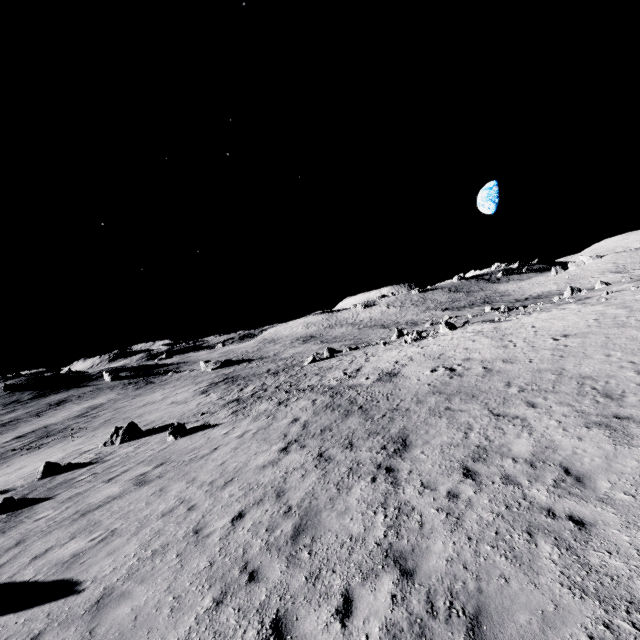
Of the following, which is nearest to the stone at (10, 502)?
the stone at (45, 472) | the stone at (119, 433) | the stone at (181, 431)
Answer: the stone at (45, 472)

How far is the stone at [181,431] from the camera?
18.48m

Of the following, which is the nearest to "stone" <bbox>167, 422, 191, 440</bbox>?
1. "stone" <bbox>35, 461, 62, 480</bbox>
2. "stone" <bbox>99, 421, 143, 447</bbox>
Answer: "stone" <bbox>99, 421, 143, 447</bbox>

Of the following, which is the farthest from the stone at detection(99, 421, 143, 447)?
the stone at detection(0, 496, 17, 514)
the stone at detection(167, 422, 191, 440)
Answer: the stone at detection(0, 496, 17, 514)

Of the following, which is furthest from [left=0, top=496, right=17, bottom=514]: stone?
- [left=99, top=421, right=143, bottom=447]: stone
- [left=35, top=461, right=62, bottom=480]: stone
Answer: [left=99, top=421, right=143, bottom=447]: stone

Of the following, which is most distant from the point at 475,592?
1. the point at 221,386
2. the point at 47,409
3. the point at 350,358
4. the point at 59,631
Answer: the point at 47,409

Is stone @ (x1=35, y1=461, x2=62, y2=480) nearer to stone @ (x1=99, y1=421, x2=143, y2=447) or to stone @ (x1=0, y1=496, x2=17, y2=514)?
stone @ (x1=99, y1=421, x2=143, y2=447)

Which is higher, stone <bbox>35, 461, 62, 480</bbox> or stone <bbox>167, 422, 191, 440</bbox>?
stone <bbox>167, 422, 191, 440</bbox>
